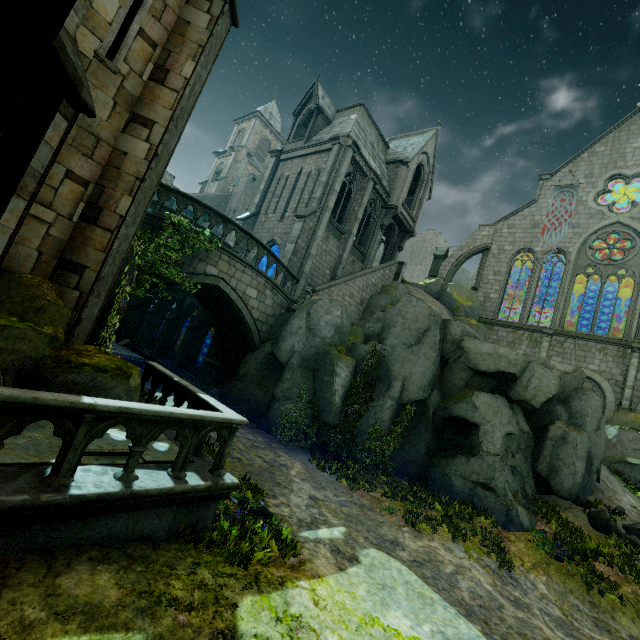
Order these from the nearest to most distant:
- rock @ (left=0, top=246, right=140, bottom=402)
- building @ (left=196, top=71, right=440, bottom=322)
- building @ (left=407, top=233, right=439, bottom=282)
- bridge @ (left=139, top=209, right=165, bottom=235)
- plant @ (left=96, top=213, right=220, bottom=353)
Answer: rock @ (left=0, top=246, right=140, bottom=402)
plant @ (left=96, top=213, right=220, bottom=353)
bridge @ (left=139, top=209, right=165, bottom=235)
building @ (left=196, top=71, right=440, bottom=322)
building @ (left=407, top=233, right=439, bottom=282)

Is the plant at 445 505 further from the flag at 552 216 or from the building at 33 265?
the flag at 552 216

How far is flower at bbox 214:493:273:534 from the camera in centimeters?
578cm

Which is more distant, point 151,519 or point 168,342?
point 168,342

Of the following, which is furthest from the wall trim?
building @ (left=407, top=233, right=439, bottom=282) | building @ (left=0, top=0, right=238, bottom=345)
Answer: building @ (left=407, top=233, right=439, bottom=282)

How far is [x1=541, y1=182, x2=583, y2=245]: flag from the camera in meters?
26.6

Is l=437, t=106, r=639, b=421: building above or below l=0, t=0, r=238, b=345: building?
above

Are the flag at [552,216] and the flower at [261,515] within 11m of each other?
no
